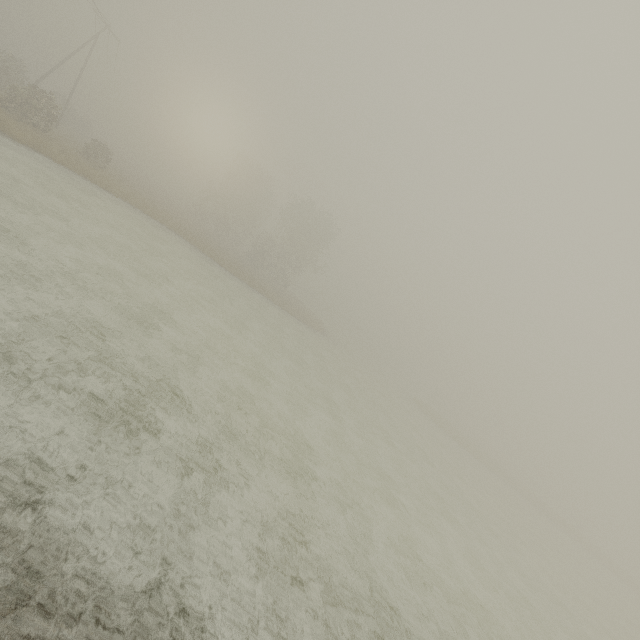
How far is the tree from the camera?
45.75m

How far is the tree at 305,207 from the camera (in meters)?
45.75

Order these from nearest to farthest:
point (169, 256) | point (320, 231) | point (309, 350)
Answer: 1. point (169, 256)
2. point (309, 350)
3. point (320, 231)
